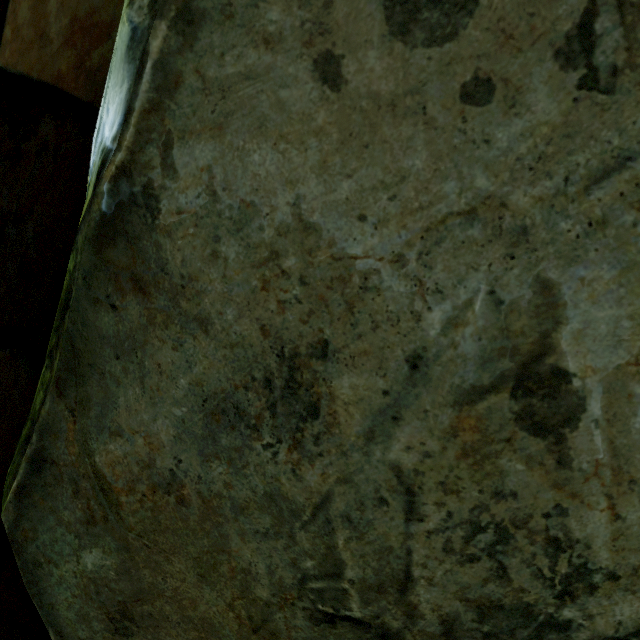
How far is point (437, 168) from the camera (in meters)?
0.69
